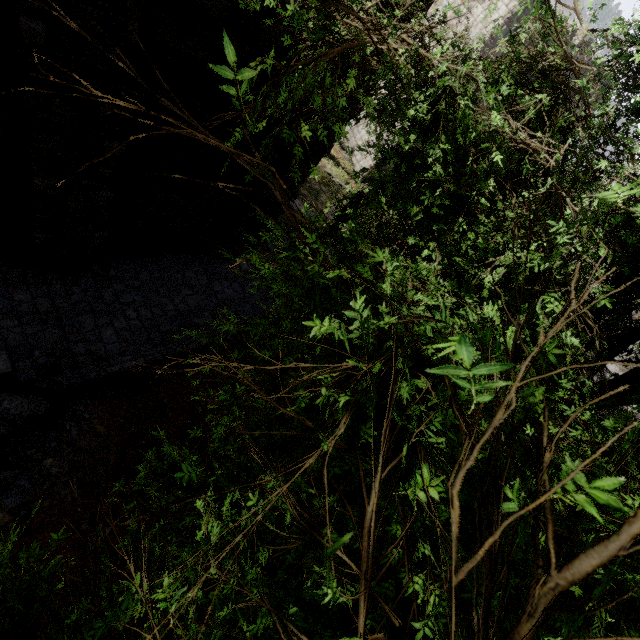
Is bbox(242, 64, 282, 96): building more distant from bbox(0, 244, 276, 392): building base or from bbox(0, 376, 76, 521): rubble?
bbox(0, 376, 76, 521): rubble

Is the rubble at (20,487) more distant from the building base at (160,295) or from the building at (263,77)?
the building at (263,77)

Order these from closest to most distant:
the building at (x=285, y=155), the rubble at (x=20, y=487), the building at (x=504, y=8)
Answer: the rubble at (x=20, y=487) < the building at (x=285, y=155) < the building at (x=504, y=8)

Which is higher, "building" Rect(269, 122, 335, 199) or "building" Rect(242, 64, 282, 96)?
"building" Rect(242, 64, 282, 96)

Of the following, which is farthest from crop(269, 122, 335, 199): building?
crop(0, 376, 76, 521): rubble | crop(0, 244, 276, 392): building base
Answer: crop(0, 376, 76, 521): rubble

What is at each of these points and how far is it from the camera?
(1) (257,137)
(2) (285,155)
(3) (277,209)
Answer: (1) building, 7.8m
(2) building, 8.2m
(3) building, 10.2m

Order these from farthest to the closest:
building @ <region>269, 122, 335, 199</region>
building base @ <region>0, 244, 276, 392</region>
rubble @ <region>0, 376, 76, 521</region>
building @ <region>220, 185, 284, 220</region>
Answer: building @ <region>220, 185, 284, 220</region>, building @ <region>269, 122, 335, 199</region>, building base @ <region>0, 244, 276, 392</region>, rubble @ <region>0, 376, 76, 521</region>
